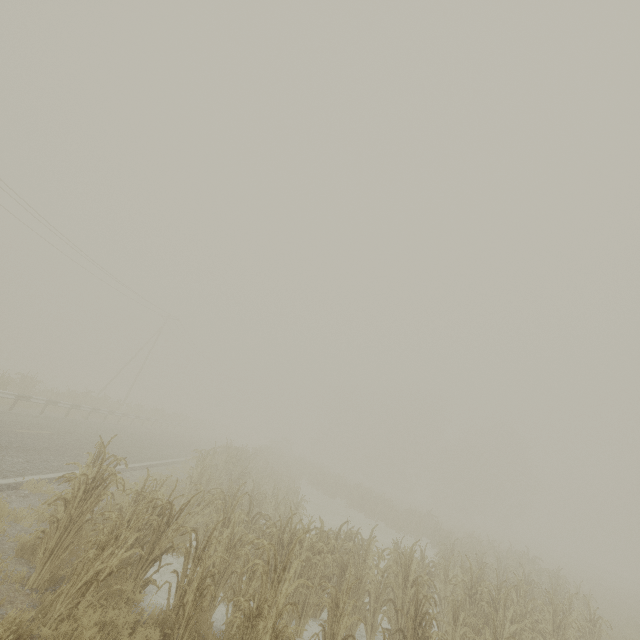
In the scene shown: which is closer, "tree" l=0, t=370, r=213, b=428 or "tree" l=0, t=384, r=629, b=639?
"tree" l=0, t=384, r=629, b=639

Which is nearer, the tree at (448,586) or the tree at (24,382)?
the tree at (448,586)

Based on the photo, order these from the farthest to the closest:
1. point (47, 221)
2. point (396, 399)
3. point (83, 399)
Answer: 1. point (396, 399)
2. point (83, 399)
3. point (47, 221)
